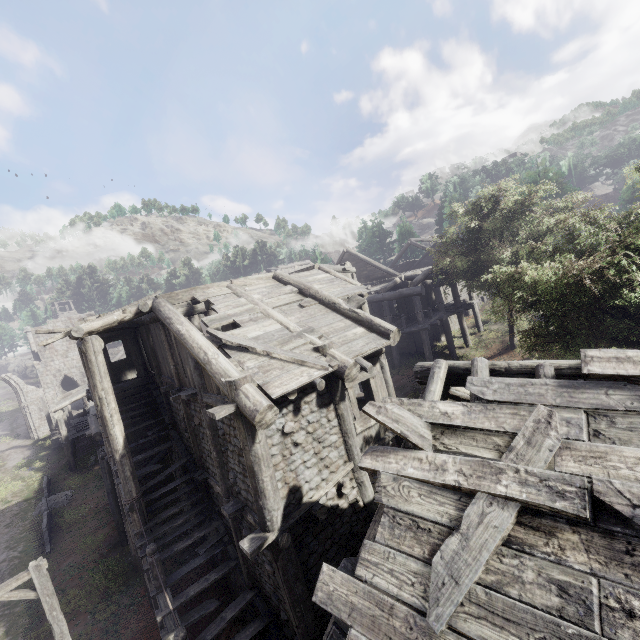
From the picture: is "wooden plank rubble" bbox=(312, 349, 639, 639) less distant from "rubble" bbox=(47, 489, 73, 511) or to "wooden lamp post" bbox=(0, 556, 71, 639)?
"wooden lamp post" bbox=(0, 556, 71, 639)

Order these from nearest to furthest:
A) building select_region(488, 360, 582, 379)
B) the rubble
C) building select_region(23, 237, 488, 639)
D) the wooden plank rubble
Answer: the wooden plank rubble < building select_region(488, 360, 582, 379) < building select_region(23, 237, 488, 639) < the rubble

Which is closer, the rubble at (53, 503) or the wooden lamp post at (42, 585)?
the wooden lamp post at (42, 585)

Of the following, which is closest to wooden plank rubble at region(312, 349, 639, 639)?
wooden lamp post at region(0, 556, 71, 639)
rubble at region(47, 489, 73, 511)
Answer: wooden lamp post at region(0, 556, 71, 639)

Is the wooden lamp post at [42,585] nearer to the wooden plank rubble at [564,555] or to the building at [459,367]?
the building at [459,367]

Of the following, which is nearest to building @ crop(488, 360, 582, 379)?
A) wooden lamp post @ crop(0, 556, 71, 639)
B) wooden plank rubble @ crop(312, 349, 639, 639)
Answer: wooden plank rubble @ crop(312, 349, 639, 639)

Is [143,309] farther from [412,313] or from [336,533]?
[412,313]

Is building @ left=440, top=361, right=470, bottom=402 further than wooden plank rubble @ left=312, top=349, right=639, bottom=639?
Yes
